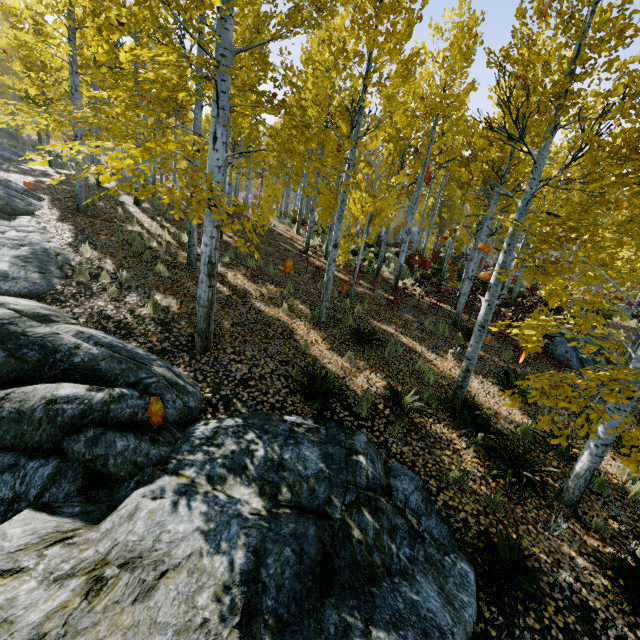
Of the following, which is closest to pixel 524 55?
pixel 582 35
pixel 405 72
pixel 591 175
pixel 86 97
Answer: pixel 582 35

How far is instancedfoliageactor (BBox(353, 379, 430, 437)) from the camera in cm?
552

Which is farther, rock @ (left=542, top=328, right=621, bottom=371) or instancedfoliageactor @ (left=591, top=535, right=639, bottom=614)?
rock @ (left=542, top=328, right=621, bottom=371)

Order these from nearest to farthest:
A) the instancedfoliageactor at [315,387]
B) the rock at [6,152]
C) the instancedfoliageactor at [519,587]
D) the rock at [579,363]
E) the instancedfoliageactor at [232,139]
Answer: the instancedfoliageactor at [519,587], the instancedfoliageactor at [232,139], the instancedfoliageactor at [315,387], the rock at [579,363], the rock at [6,152]

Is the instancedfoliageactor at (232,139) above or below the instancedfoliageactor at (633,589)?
above

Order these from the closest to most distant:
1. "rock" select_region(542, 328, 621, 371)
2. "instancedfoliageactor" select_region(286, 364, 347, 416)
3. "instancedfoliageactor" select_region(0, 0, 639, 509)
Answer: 1. "instancedfoliageactor" select_region(0, 0, 639, 509)
2. "instancedfoliageactor" select_region(286, 364, 347, 416)
3. "rock" select_region(542, 328, 621, 371)

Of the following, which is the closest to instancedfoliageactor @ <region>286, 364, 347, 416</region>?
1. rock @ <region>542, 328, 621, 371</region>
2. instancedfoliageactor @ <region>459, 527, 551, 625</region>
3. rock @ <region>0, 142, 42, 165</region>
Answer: rock @ <region>0, 142, 42, 165</region>

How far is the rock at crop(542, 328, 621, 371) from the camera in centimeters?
1009cm
